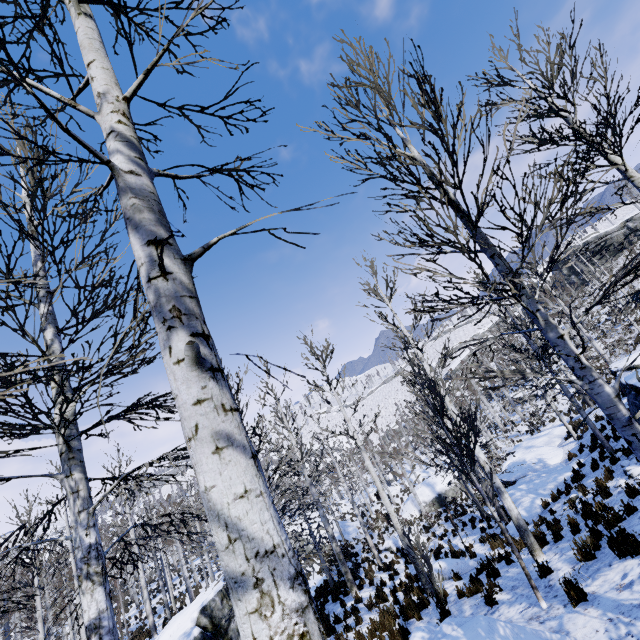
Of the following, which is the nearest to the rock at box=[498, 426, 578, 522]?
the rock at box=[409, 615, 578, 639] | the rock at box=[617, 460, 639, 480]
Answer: the rock at box=[617, 460, 639, 480]

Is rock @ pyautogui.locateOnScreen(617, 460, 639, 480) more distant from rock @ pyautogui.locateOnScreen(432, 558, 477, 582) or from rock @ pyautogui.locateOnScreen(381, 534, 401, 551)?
rock @ pyautogui.locateOnScreen(381, 534, 401, 551)

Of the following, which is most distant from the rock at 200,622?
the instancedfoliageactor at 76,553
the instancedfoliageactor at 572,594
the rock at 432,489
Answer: the instancedfoliageactor at 572,594

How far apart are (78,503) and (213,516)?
4.4 meters

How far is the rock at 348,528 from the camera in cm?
2919

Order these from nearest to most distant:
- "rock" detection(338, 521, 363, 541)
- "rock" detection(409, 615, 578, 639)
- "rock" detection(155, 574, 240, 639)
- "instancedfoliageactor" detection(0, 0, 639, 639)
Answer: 1. "instancedfoliageactor" detection(0, 0, 639, 639)
2. "rock" detection(409, 615, 578, 639)
3. "rock" detection(155, 574, 240, 639)
4. "rock" detection(338, 521, 363, 541)

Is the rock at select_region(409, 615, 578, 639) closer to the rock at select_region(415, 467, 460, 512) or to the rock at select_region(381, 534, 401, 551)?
the rock at select_region(381, 534, 401, 551)

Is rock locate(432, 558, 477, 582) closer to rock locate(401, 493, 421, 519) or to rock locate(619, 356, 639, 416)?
rock locate(619, 356, 639, 416)
